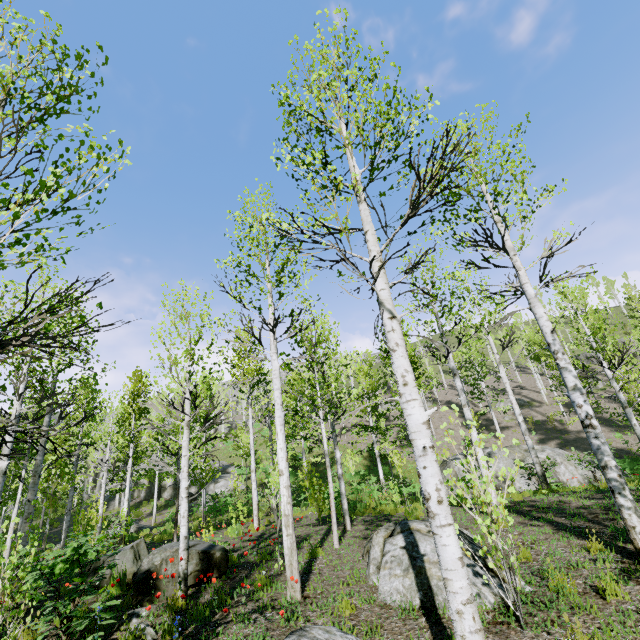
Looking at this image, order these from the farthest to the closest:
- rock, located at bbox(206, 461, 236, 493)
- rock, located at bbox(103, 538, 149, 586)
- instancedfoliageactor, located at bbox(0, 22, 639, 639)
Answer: rock, located at bbox(206, 461, 236, 493), rock, located at bbox(103, 538, 149, 586), instancedfoliageactor, located at bbox(0, 22, 639, 639)

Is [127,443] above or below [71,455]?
above

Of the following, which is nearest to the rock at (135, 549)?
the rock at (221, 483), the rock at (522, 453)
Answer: the rock at (522, 453)

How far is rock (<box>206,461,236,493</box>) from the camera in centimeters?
3109cm

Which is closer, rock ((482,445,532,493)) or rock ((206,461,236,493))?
rock ((482,445,532,493))

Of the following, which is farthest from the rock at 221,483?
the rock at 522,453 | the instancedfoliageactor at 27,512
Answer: the rock at 522,453

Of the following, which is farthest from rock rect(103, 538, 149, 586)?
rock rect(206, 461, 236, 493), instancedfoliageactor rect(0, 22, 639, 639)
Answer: rock rect(206, 461, 236, 493)

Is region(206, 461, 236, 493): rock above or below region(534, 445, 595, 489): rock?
above
